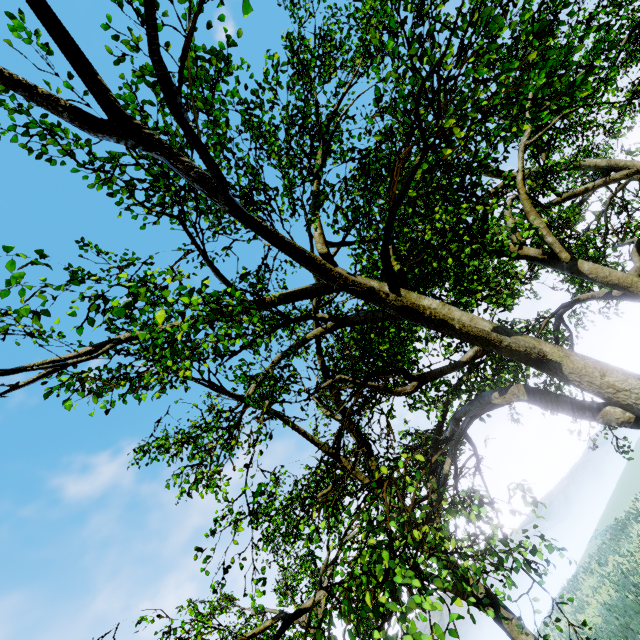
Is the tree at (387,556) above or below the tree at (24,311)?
below

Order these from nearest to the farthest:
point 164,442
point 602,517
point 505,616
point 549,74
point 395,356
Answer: point 549,74
point 505,616
point 395,356
point 164,442
point 602,517

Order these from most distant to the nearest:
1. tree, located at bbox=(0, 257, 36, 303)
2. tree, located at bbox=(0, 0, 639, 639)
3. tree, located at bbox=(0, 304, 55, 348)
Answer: tree, located at bbox=(0, 0, 639, 639)
tree, located at bbox=(0, 304, 55, 348)
tree, located at bbox=(0, 257, 36, 303)

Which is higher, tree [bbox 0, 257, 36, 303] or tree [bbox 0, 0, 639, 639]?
tree [bbox 0, 257, 36, 303]

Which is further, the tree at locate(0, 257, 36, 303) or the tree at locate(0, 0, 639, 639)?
the tree at locate(0, 0, 639, 639)

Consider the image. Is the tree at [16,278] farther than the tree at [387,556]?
No
